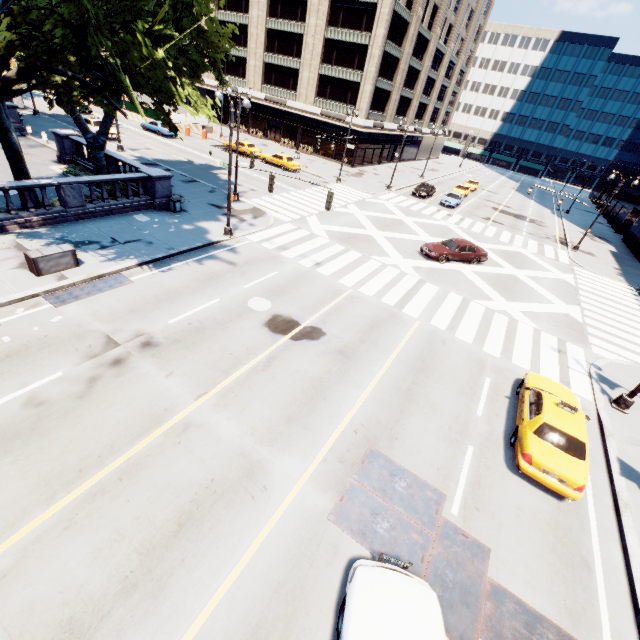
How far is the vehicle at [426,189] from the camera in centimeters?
3931cm

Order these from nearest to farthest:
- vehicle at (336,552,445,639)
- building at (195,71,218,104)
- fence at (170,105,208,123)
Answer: vehicle at (336,552,445,639) → fence at (170,105,208,123) → building at (195,71,218,104)

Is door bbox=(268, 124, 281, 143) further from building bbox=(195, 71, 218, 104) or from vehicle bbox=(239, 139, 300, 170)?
vehicle bbox=(239, 139, 300, 170)

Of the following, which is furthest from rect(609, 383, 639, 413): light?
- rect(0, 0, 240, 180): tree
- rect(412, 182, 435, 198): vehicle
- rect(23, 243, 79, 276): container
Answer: rect(412, 182, 435, 198): vehicle

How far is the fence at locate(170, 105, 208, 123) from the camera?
43.98m

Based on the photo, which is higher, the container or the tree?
the tree

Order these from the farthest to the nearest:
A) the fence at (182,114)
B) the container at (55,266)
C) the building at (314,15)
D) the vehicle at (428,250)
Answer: the fence at (182,114), the building at (314,15), the vehicle at (428,250), the container at (55,266)

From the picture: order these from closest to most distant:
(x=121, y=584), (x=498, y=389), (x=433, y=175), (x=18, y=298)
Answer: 1. (x=121, y=584)
2. (x=18, y=298)
3. (x=498, y=389)
4. (x=433, y=175)
